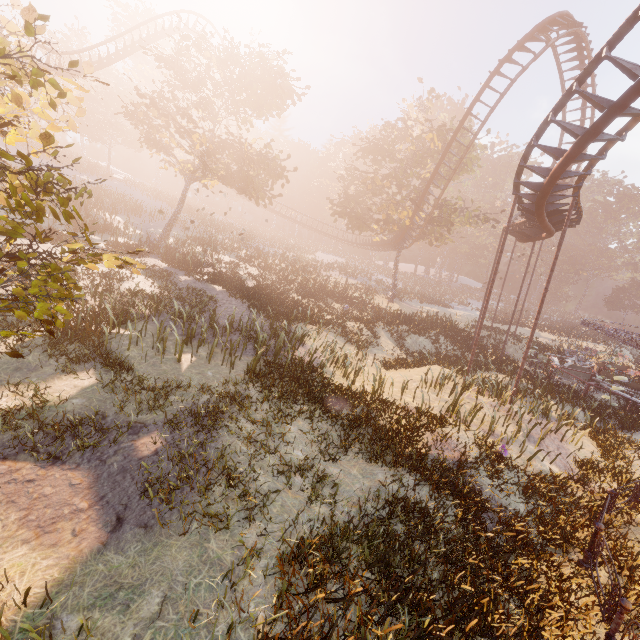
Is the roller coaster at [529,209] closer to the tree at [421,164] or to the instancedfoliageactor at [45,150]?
the tree at [421,164]

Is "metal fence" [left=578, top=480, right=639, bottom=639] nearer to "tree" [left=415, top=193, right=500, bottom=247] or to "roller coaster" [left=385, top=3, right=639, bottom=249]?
"roller coaster" [left=385, top=3, right=639, bottom=249]

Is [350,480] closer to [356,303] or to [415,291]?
[356,303]

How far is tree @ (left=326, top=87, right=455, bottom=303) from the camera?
30.3m

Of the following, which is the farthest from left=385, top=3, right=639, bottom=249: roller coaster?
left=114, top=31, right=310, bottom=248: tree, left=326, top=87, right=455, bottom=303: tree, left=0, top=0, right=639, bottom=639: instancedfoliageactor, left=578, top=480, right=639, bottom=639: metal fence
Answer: left=578, top=480, right=639, bottom=639: metal fence

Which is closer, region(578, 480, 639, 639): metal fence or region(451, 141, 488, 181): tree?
region(578, 480, 639, 639): metal fence

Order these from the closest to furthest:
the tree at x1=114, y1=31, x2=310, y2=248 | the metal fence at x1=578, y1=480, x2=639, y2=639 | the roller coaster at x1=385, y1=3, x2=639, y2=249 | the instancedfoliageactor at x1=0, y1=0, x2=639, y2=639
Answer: the instancedfoliageactor at x1=0, y1=0, x2=639, y2=639
the metal fence at x1=578, y1=480, x2=639, y2=639
the roller coaster at x1=385, y1=3, x2=639, y2=249
the tree at x1=114, y1=31, x2=310, y2=248

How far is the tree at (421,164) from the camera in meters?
30.3 m
